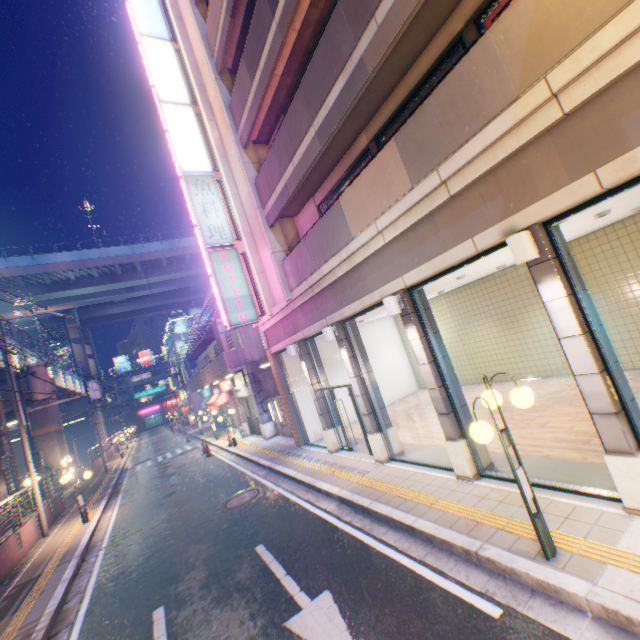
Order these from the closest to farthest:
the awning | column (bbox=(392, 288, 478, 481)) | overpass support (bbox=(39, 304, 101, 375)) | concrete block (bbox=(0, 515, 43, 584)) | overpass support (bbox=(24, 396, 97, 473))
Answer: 1. column (bbox=(392, 288, 478, 481))
2. concrete block (bbox=(0, 515, 43, 584))
3. the awning
4. overpass support (bbox=(24, 396, 97, 473))
5. overpass support (bbox=(39, 304, 101, 375))

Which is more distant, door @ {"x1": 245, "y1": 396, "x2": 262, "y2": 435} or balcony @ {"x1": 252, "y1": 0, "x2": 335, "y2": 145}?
door @ {"x1": 245, "y1": 396, "x2": 262, "y2": 435}

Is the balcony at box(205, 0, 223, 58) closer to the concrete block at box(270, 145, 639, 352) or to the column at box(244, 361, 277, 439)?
the concrete block at box(270, 145, 639, 352)

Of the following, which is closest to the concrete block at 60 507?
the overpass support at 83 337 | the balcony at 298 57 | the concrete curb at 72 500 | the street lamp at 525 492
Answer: the concrete curb at 72 500

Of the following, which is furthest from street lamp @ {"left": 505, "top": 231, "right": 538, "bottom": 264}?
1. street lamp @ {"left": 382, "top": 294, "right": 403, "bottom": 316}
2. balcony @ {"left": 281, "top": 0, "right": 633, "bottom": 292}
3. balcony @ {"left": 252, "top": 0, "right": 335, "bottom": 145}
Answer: balcony @ {"left": 252, "top": 0, "right": 335, "bottom": 145}

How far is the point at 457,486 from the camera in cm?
659

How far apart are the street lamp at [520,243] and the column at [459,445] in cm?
259

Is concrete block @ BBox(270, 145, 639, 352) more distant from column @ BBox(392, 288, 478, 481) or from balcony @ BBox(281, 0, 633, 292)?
balcony @ BBox(281, 0, 633, 292)
